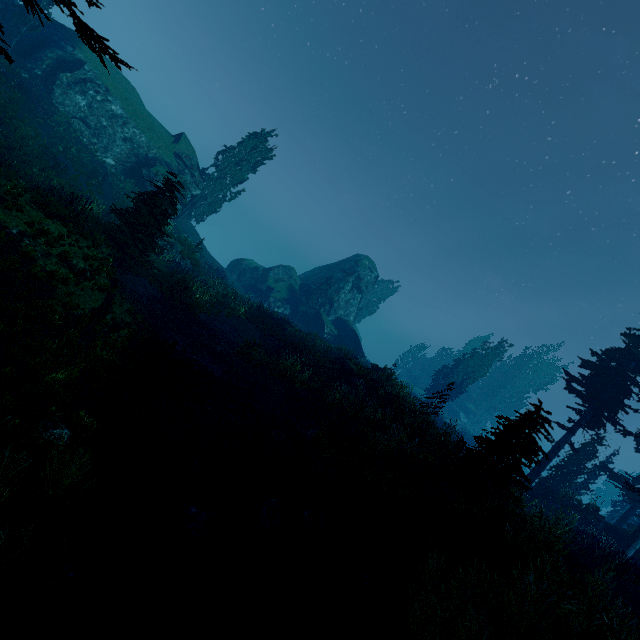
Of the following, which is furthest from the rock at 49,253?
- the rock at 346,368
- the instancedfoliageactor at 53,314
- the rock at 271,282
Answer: the rock at 271,282

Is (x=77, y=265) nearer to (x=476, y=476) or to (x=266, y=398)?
(x=266, y=398)

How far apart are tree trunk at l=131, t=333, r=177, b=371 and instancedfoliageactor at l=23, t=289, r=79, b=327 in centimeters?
194cm

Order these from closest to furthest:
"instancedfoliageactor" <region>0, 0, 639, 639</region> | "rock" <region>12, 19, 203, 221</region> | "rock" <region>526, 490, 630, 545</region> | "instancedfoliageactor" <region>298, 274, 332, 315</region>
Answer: "instancedfoliageactor" <region>0, 0, 639, 639</region>
"rock" <region>526, 490, 630, 545</region>
"rock" <region>12, 19, 203, 221</region>
"instancedfoliageactor" <region>298, 274, 332, 315</region>

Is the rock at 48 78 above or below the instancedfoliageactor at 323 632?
above

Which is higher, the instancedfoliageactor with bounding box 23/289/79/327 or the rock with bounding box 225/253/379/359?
the rock with bounding box 225/253/379/359

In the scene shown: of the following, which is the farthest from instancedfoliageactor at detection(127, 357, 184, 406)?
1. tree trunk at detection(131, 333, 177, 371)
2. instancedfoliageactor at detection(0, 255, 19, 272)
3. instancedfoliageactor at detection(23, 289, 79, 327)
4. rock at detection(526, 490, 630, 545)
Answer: instancedfoliageactor at detection(0, 255, 19, 272)
